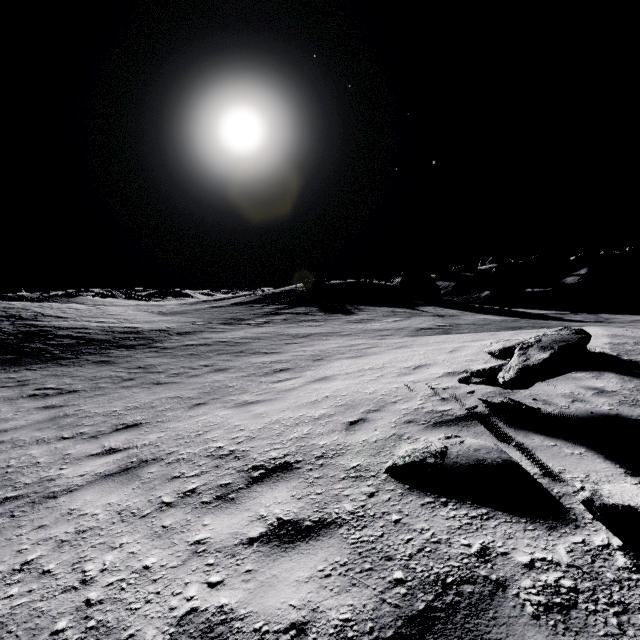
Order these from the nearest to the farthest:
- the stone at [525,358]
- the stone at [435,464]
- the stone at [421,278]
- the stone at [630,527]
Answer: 1. the stone at [630,527]
2. the stone at [435,464]
3. the stone at [525,358]
4. the stone at [421,278]

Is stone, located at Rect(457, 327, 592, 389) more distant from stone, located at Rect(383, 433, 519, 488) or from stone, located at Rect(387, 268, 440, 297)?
stone, located at Rect(387, 268, 440, 297)

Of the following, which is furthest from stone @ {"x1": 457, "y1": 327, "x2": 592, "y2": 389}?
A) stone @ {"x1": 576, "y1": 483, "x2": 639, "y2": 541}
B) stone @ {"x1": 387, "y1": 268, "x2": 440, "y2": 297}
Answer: stone @ {"x1": 387, "y1": 268, "x2": 440, "y2": 297}

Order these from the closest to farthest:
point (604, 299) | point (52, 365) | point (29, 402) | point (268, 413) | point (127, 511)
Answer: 1. point (127, 511)
2. point (268, 413)
3. point (29, 402)
4. point (52, 365)
5. point (604, 299)

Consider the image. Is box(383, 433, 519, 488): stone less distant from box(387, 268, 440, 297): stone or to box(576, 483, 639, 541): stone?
box(576, 483, 639, 541): stone

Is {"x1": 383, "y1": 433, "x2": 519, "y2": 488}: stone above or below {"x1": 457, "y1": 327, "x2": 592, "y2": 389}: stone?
below

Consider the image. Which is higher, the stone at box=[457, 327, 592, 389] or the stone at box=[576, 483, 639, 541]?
the stone at box=[457, 327, 592, 389]

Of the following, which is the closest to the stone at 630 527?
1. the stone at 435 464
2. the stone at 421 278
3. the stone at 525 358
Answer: the stone at 435 464
